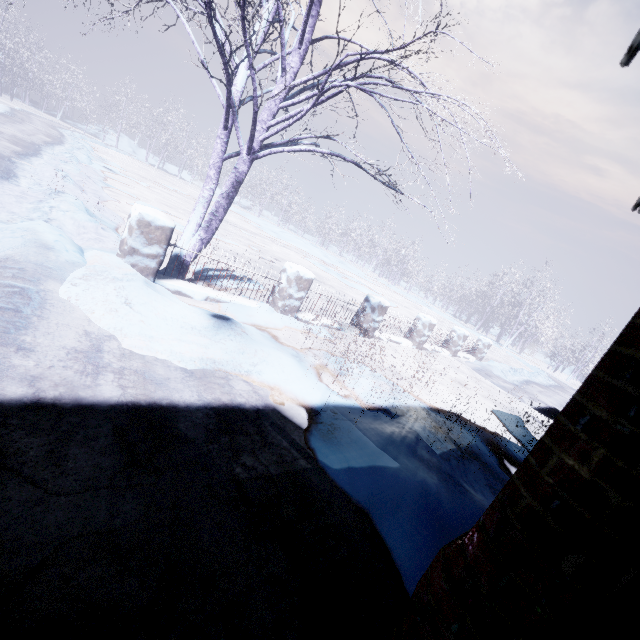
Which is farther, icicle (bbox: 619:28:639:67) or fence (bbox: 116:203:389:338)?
fence (bbox: 116:203:389:338)

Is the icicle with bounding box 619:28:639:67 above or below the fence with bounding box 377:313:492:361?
above

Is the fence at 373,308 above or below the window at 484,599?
below

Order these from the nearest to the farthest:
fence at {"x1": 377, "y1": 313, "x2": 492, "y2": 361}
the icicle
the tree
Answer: the icicle < the tree < fence at {"x1": 377, "y1": 313, "x2": 492, "y2": 361}

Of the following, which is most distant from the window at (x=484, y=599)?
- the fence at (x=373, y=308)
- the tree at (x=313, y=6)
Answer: the fence at (x=373, y=308)

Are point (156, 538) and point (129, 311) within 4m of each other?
yes

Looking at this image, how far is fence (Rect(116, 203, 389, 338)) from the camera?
3.74m
